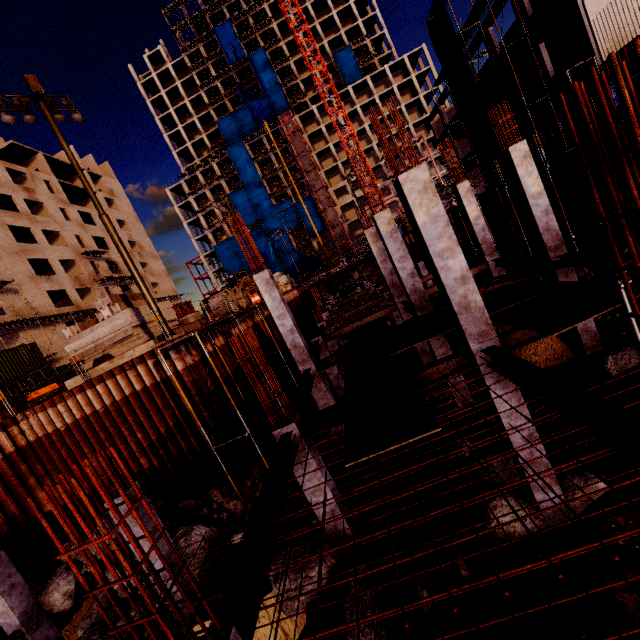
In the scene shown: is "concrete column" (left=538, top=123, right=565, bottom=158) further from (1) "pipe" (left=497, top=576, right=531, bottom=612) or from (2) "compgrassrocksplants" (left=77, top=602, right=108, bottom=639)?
(2) "compgrassrocksplants" (left=77, top=602, right=108, bottom=639)

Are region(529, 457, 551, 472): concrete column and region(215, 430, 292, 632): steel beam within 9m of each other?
yes

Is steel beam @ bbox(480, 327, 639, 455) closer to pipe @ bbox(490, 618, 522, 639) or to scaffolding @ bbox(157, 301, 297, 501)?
pipe @ bbox(490, 618, 522, 639)

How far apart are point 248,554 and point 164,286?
62.44m

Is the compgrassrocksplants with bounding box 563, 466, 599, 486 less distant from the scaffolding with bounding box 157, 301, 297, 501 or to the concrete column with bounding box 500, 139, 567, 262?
the concrete column with bounding box 500, 139, 567, 262

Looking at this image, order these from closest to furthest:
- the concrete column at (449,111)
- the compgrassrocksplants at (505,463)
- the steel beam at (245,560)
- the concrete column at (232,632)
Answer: the concrete column at (232,632) < the steel beam at (245,560) < the compgrassrocksplants at (505,463) < the concrete column at (449,111)

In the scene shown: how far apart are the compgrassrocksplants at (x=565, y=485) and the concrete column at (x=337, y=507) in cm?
477

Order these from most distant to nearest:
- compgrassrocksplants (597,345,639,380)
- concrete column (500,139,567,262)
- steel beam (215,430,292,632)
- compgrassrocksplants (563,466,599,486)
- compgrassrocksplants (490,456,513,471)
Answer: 1. concrete column (500,139,567,262)
2. compgrassrocksplants (597,345,639,380)
3. compgrassrocksplants (490,456,513,471)
4. compgrassrocksplants (563,466,599,486)
5. steel beam (215,430,292,632)
